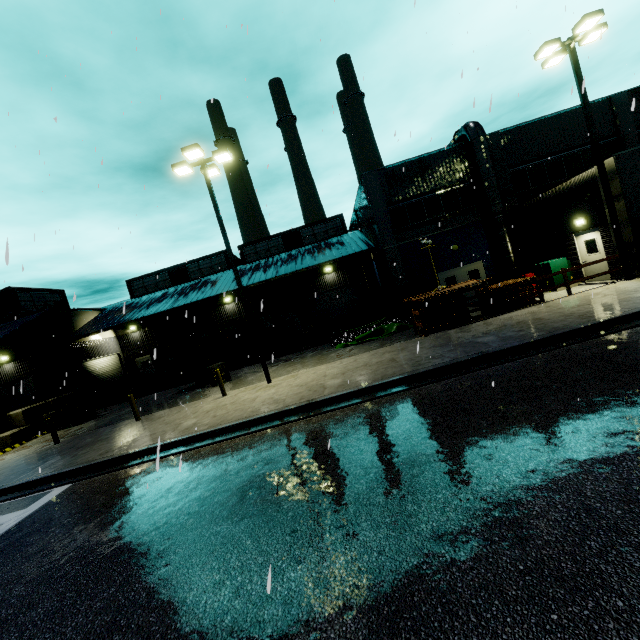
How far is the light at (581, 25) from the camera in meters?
11.8 m

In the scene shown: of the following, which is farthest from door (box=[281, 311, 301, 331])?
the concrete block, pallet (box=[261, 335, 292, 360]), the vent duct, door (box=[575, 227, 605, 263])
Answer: door (box=[575, 227, 605, 263])

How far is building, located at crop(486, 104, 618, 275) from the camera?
14.42m

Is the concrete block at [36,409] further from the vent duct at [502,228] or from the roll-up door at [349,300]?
the vent duct at [502,228]

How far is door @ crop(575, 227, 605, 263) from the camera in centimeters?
1462cm

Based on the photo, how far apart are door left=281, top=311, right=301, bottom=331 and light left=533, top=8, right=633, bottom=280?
21.4m

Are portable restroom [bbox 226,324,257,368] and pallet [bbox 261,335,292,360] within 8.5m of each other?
yes

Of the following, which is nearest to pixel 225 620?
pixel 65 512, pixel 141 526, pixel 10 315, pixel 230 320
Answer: pixel 141 526
